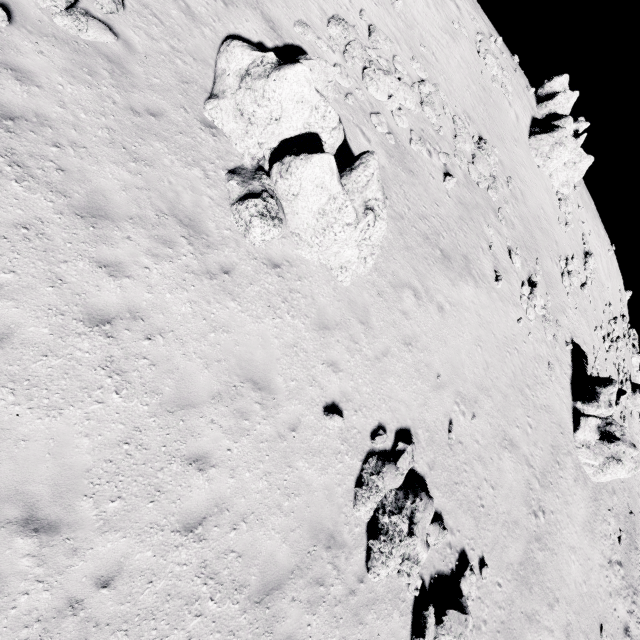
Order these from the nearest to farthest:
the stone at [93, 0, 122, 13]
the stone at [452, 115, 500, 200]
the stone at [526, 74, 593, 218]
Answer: the stone at [93, 0, 122, 13] → the stone at [452, 115, 500, 200] → the stone at [526, 74, 593, 218]

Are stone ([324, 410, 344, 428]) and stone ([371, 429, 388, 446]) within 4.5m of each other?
yes

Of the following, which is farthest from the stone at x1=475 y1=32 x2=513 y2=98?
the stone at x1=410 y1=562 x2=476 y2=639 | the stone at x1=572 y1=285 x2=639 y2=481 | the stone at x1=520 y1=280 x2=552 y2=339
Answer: the stone at x1=410 y1=562 x2=476 y2=639

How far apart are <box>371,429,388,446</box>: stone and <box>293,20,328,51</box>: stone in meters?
14.5 m

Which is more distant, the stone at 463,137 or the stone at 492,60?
the stone at 492,60

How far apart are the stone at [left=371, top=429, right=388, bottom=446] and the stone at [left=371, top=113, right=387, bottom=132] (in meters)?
12.03

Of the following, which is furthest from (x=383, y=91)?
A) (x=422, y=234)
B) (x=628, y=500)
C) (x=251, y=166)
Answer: (x=628, y=500)

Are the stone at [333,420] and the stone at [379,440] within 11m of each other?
yes
